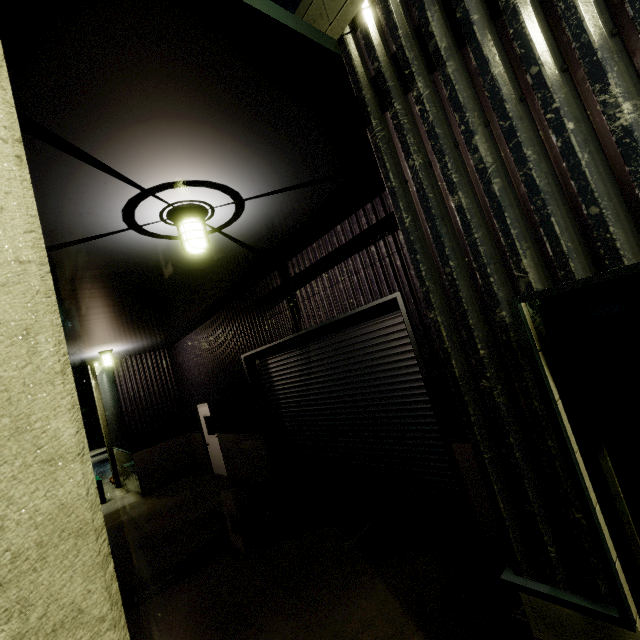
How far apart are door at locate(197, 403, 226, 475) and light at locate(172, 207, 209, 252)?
8.2m

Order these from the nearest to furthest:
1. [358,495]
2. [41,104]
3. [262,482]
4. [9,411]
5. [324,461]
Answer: [9,411], [41,104], [358,495], [324,461], [262,482]

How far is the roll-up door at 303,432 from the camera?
4.70m

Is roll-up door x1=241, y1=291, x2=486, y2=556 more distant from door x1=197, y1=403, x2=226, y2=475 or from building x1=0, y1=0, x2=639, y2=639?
door x1=197, y1=403, x2=226, y2=475

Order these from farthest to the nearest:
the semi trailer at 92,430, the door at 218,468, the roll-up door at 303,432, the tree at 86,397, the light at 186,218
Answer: the tree at 86,397
the semi trailer at 92,430
the door at 218,468
the roll-up door at 303,432
the light at 186,218

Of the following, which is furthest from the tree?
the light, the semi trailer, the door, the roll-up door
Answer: the light

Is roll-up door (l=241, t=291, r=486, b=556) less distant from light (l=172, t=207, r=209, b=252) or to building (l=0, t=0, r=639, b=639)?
building (l=0, t=0, r=639, b=639)

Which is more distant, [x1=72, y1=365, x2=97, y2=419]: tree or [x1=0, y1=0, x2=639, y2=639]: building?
[x1=72, y1=365, x2=97, y2=419]: tree
